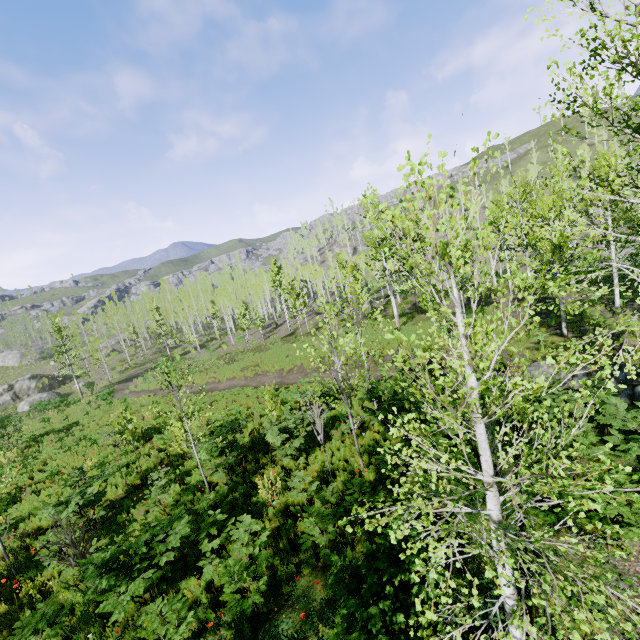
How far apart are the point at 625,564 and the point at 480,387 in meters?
5.5

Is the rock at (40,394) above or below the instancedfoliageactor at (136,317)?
below

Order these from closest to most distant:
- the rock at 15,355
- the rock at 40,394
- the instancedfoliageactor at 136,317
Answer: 1. the rock at 40,394
2. the instancedfoliageactor at 136,317
3. the rock at 15,355

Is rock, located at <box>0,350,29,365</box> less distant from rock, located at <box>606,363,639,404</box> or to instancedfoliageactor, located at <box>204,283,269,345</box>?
instancedfoliageactor, located at <box>204,283,269,345</box>

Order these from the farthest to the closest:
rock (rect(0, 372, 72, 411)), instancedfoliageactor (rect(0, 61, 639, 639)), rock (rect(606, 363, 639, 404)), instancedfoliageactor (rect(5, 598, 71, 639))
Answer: rock (rect(0, 372, 72, 411)) → rock (rect(606, 363, 639, 404)) → instancedfoliageactor (rect(5, 598, 71, 639)) → instancedfoliageactor (rect(0, 61, 639, 639))

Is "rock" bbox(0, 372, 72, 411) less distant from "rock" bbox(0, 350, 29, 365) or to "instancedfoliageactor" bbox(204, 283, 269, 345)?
"instancedfoliageactor" bbox(204, 283, 269, 345)

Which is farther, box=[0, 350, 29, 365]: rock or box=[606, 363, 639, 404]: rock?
box=[0, 350, 29, 365]: rock

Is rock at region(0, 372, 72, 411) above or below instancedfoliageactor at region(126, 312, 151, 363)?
below
